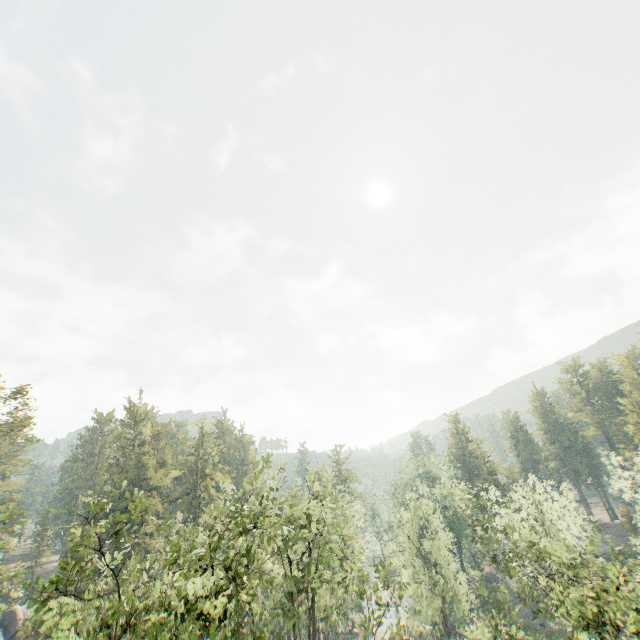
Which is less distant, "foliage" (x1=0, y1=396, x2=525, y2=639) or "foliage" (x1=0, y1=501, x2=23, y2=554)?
"foliage" (x1=0, y1=396, x2=525, y2=639)

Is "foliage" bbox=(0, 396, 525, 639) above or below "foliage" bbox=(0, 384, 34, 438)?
below

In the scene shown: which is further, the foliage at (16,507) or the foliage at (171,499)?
the foliage at (16,507)

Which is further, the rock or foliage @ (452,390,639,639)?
the rock

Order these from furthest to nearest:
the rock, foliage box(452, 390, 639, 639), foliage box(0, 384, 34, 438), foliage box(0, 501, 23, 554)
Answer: the rock
foliage box(0, 384, 34, 438)
foliage box(0, 501, 23, 554)
foliage box(452, 390, 639, 639)

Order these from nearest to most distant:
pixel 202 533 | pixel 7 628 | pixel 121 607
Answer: pixel 121 607 < pixel 202 533 < pixel 7 628
